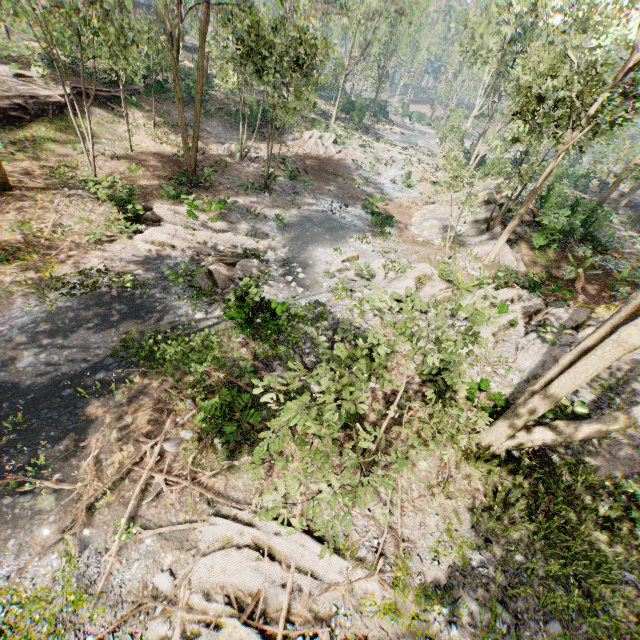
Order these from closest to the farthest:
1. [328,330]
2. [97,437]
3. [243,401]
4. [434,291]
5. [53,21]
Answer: [97,437], [243,401], [328,330], [434,291], [53,21]

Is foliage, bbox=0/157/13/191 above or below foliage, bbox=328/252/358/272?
below

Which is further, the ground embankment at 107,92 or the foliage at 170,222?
the ground embankment at 107,92

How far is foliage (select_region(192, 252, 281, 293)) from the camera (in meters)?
12.52

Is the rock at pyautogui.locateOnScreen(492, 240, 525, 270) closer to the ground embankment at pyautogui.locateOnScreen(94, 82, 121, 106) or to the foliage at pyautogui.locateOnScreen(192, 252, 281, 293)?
the foliage at pyautogui.locateOnScreen(192, 252, 281, 293)

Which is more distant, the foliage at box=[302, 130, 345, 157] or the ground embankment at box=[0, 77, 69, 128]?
the foliage at box=[302, 130, 345, 157]

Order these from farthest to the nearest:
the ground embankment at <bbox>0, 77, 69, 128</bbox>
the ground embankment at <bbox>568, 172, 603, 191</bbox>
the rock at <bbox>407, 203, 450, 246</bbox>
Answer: the ground embankment at <bbox>568, 172, 603, 191</bbox> → the rock at <bbox>407, 203, 450, 246</bbox> → the ground embankment at <bbox>0, 77, 69, 128</bbox>

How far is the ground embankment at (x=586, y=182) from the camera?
41.2m
